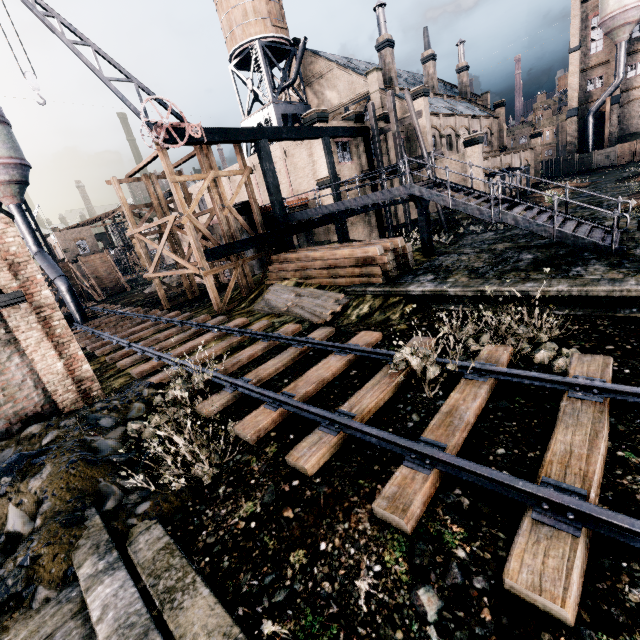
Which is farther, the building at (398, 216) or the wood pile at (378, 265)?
the building at (398, 216)

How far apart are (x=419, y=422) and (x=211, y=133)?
18.1m

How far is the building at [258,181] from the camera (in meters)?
29.91

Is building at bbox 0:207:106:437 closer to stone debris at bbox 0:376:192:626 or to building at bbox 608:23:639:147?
stone debris at bbox 0:376:192:626

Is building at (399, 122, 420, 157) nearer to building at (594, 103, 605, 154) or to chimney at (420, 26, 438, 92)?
chimney at (420, 26, 438, 92)

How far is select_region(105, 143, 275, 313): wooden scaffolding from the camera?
18.1m

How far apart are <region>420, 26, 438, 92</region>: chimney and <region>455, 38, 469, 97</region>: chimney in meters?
10.8 m

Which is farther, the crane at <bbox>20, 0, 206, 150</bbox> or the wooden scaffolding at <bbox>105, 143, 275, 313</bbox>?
the wooden scaffolding at <bbox>105, 143, 275, 313</bbox>
